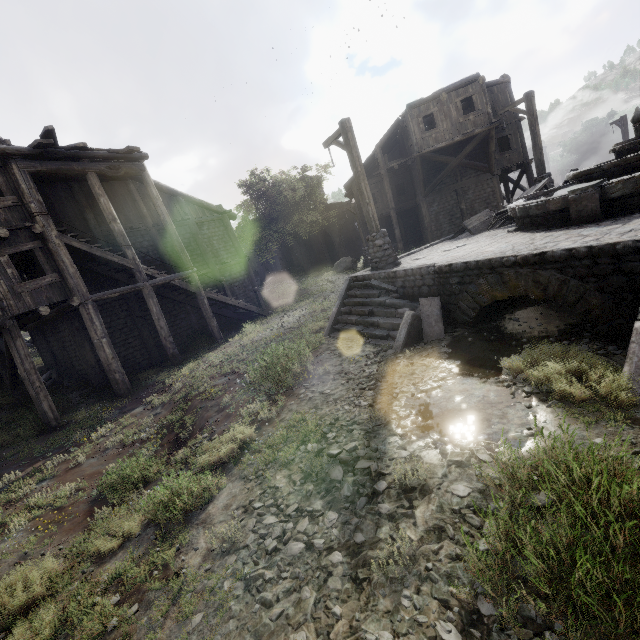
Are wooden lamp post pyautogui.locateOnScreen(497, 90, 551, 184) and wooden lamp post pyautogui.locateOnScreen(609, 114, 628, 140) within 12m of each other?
no

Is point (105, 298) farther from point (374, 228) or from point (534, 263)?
point (534, 263)

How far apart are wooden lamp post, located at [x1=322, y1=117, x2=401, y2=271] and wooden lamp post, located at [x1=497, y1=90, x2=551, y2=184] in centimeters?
908cm

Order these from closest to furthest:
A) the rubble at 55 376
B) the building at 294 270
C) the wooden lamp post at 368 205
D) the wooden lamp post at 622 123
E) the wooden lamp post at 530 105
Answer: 1. the wooden lamp post at 368 205
2. the wooden lamp post at 530 105
3. the rubble at 55 376
4. the wooden lamp post at 622 123
5. the building at 294 270

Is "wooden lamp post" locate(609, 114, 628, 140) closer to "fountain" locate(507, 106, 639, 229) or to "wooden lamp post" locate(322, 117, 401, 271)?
"wooden lamp post" locate(322, 117, 401, 271)

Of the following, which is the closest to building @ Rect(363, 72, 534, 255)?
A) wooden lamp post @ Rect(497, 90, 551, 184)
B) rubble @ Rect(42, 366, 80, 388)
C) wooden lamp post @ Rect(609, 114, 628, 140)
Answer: rubble @ Rect(42, 366, 80, 388)

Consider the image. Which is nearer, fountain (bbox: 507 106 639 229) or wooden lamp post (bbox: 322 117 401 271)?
fountain (bbox: 507 106 639 229)

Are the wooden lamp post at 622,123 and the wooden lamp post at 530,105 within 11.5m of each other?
no
